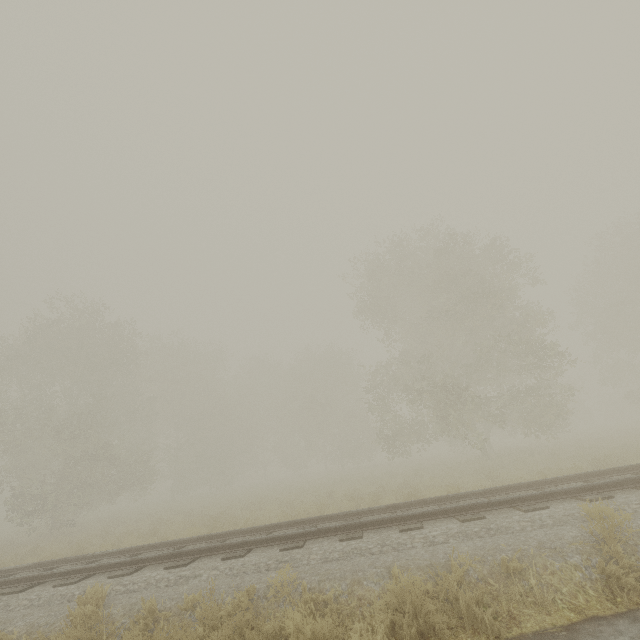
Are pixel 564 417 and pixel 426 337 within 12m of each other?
yes
